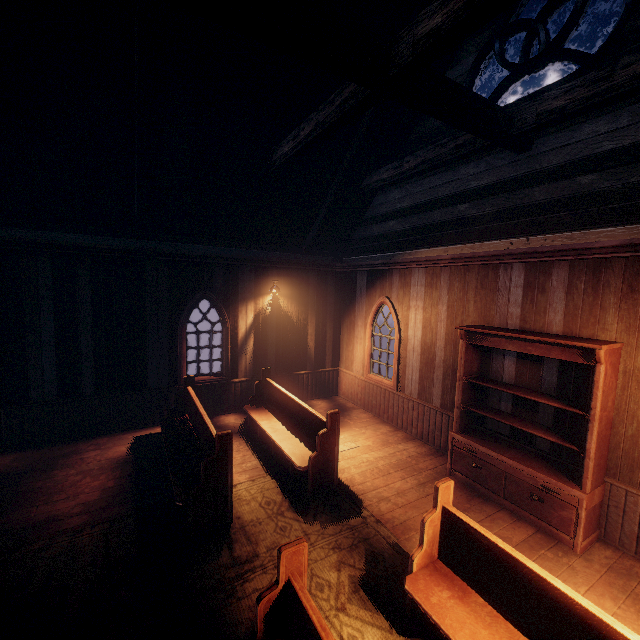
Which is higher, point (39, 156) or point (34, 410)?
point (39, 156)

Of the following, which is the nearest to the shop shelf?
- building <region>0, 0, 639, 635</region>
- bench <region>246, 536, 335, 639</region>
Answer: building <region>0, 0, 639, 635</region>

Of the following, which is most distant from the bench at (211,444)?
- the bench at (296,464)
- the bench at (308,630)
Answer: the bench at (308,630)

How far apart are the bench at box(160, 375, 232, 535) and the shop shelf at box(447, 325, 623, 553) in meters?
3.8

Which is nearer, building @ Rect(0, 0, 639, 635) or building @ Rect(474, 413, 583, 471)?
building @ Rect(0, 0, 639, 635)

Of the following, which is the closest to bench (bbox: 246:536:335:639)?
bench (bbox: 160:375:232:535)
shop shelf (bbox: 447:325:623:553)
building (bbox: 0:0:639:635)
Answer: building (bbox: 0:0:639:635)

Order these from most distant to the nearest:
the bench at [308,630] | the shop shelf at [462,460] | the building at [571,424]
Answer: the building at [571,424] → the shop shelf at [462,460] → the bench at [308,630]

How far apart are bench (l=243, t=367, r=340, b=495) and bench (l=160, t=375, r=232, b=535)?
1.0 meters
